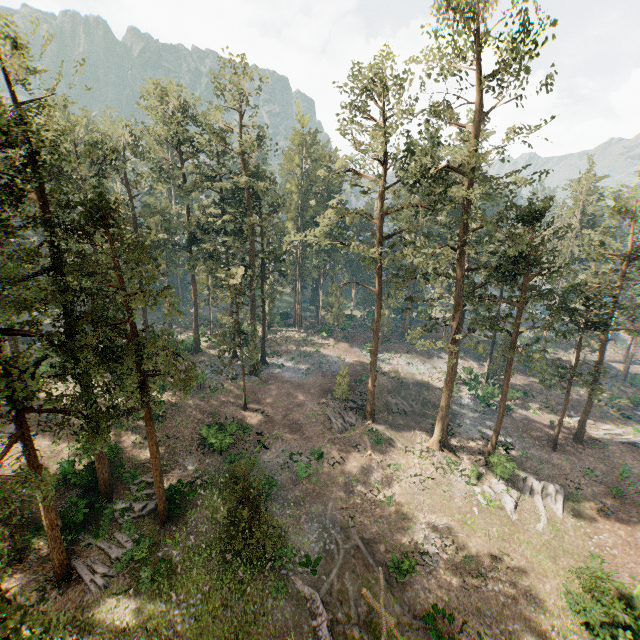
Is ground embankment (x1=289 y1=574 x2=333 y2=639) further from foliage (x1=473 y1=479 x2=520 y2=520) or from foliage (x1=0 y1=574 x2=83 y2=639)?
foliage (x1=473 y1=479 x2=520 y2=520)

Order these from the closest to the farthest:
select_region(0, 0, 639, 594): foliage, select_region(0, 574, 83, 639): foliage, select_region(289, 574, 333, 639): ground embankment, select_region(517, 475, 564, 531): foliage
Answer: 1. select_region(0, 574, 83, 639): foliage
2. select_region(0, 0, 639, 594): foliage
3. select_region(289, 574, 333, 639): ground embankment
4. select_region(517, 475, 564, 531): foliage

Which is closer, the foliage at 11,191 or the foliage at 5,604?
the foliage at 5,604

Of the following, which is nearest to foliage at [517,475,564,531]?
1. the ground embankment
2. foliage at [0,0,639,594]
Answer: foliage at [0,0,639,594]

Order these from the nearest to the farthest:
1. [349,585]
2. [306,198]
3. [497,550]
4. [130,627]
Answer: [130,627] → [349,585] → [497,550] → [306,198]

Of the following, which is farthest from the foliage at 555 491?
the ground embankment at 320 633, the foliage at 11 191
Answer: the ground embankment at 320 633
